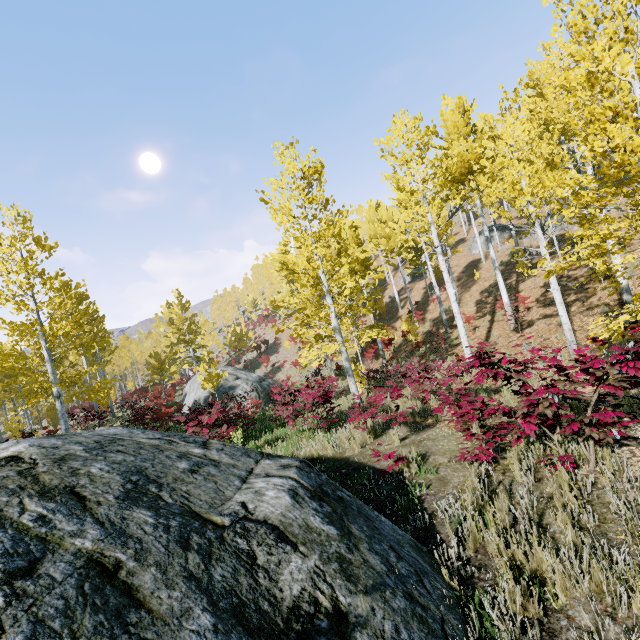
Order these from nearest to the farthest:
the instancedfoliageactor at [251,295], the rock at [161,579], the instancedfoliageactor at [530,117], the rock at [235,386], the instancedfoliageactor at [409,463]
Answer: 1. the rock at [161,579]
2. the instancedfoliageactor at [530,117]
3. the instancedfoliageactor at [409,463]
4. the rock at [235,386]
5. the instancedfoliageactor at [251,295]

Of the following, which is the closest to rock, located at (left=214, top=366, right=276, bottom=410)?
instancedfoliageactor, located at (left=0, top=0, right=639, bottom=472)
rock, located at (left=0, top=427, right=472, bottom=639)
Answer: instancedfoliageactor, located at (left=0, top=0, right=639, bottom=472)

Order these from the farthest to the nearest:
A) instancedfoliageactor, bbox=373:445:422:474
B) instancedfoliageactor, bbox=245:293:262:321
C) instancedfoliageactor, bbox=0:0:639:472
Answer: instancedfoliageactor, bbox=245:293:262:321
instancedfoliageactor, bbox=373:445:422:474
instancedfoliageactor, bbox=0:0:639:472

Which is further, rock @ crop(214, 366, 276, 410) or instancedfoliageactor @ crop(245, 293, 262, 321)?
instancedfoliageactor @ crop(245, 293, 262, 321)

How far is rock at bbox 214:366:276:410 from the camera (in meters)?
22.59

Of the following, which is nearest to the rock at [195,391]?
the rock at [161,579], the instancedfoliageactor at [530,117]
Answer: the instancedfoliageactor at [530,117]

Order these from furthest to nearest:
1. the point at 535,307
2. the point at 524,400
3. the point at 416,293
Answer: the point at 416,293 < the point at 535,307 < the point at 524,400
